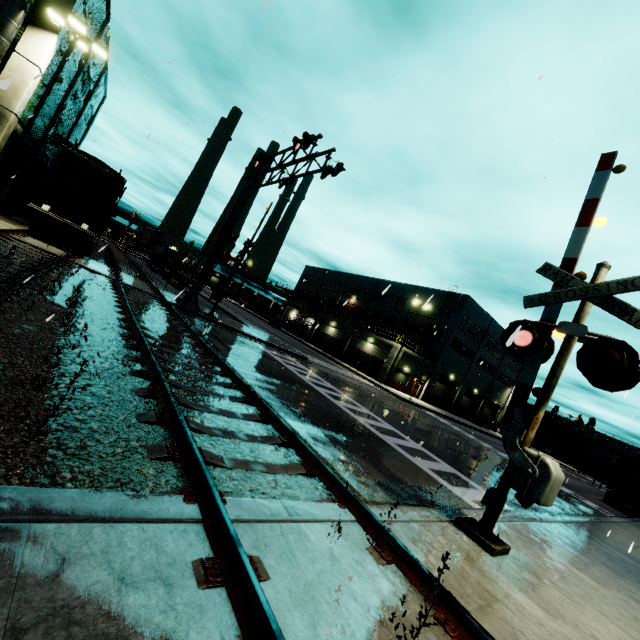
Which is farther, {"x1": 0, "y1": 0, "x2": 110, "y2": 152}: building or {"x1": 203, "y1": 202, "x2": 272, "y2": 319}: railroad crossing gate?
{"x1": 203, "y1": 202, "x2": 272, "y2": 319}: railroad crossing gate

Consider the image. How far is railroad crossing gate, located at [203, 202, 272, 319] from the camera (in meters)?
18.48

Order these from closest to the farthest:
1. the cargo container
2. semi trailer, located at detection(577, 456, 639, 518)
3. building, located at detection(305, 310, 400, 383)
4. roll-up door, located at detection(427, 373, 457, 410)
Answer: semi trailer, located at detection(577, 456, 639, 518), building, located at detection(305, 310, 400, 383), the cargo container, roll-up door, located at detection(427, 373, 457, 410)

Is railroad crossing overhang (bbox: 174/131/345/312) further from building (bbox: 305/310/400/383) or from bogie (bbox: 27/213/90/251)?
bogie (bbox: 27/213/90/251)

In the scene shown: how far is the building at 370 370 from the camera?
37.2m

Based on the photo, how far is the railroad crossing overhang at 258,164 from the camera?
12.8 meters

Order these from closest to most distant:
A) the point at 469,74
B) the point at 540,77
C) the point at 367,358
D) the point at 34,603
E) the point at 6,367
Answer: the point at 34,603
the point at 6,367
the point at 540,77
the point at 469,74
the point at 367,358

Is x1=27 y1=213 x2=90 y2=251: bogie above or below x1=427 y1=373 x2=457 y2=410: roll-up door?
below
